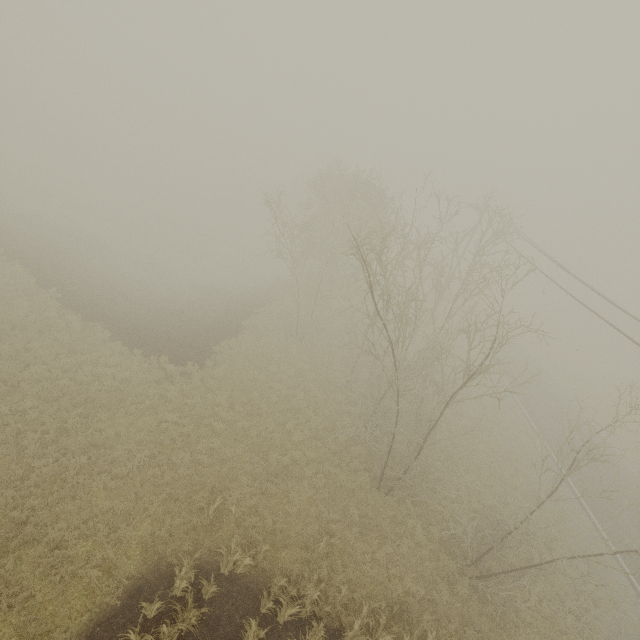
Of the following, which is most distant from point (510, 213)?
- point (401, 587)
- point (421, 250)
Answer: point (421, 250)
